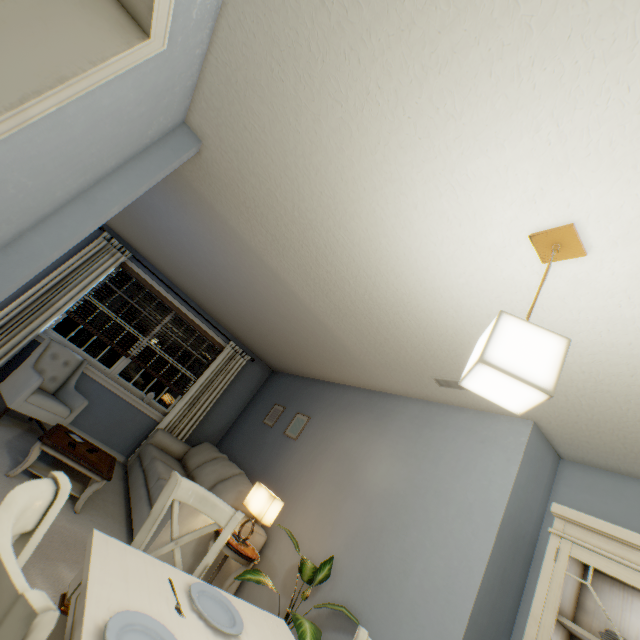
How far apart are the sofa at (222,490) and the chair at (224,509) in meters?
1.3

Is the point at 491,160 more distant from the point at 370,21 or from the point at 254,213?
the point at 254,213

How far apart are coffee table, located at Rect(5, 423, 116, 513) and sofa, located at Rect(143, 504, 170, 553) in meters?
0.4 m

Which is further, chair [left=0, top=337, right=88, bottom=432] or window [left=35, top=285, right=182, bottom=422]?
window [left=35, top=285, right=182, bottom=422]

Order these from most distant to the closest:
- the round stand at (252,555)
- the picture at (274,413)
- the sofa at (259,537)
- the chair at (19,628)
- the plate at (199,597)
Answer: the picture at (274,413) → the sofa at (259,537) → the round stand at (252,555) → the plate at (199,597) → the chair at (19,628)

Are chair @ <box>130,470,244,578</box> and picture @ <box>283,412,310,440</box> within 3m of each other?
yes

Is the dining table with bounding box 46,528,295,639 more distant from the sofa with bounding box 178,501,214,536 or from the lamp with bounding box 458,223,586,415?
the sofa with bounding box 178,501,214,536

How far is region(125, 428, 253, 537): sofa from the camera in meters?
3.2 m
